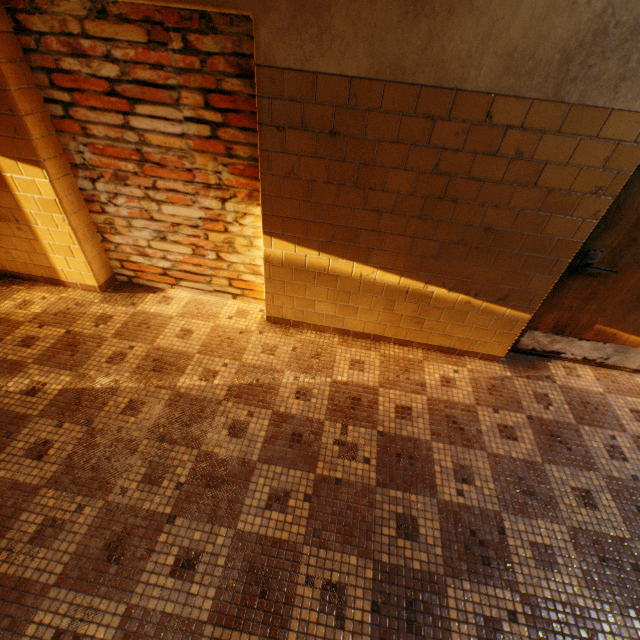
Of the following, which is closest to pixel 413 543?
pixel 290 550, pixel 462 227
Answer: Answer: pixel 290 550
